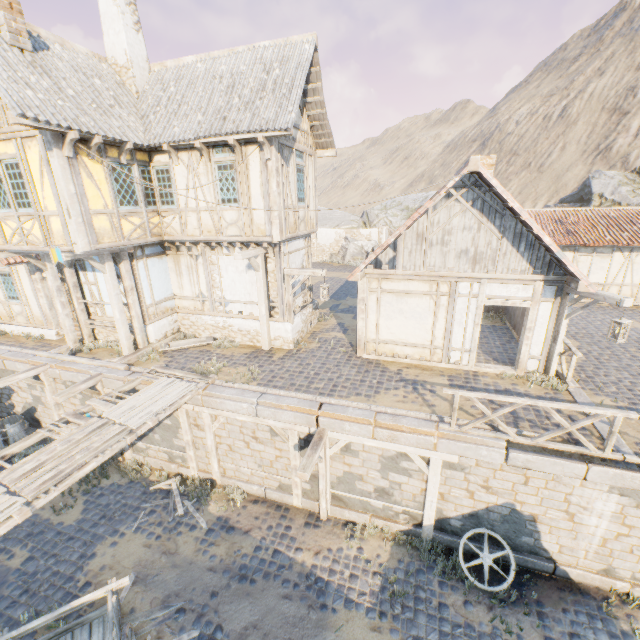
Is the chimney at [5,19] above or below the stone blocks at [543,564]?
above

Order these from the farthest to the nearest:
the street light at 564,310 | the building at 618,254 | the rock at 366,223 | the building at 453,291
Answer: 1. the rock at 366,223
2. the building at 618,254
3. the building at 453,291
4. the street light at 564,310

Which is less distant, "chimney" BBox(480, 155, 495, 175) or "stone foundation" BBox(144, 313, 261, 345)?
"chimney" BBox(480, 155, 495, 175)

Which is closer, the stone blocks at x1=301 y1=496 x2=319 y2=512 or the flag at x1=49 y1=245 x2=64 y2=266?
the flag at x1=49 y1=245 x2=64 y2=266

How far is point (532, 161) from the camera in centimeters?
4884cm

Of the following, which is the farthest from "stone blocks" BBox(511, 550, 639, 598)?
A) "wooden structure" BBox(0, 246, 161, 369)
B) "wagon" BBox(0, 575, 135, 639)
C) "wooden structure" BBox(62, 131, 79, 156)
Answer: "wooden structure" BBox(62, 131, 79, 156)

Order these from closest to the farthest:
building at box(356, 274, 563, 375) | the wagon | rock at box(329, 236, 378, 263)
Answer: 1. the wagon
2. building at box(356, 274, 563, 375)
3. rock at box(329, 236, 378, 263)

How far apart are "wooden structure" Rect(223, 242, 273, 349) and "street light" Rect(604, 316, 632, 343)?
8.66m
